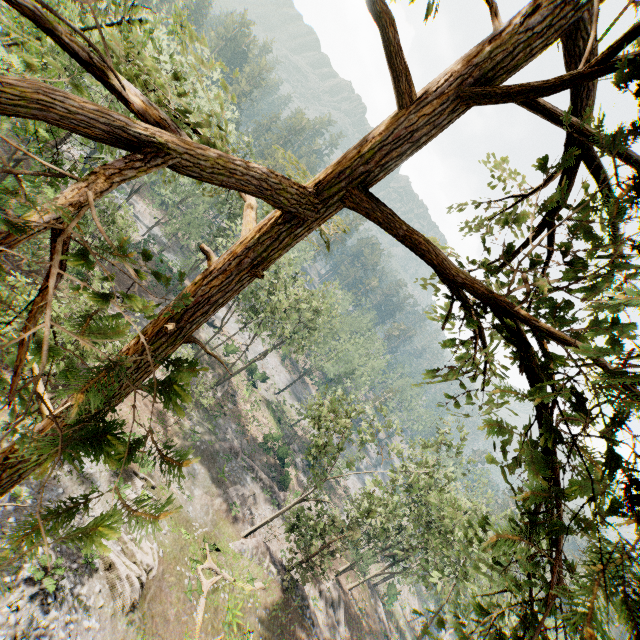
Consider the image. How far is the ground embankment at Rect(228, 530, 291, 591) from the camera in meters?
25.4 m

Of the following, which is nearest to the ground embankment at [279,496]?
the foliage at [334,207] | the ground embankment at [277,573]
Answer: the foliage at [334,207]

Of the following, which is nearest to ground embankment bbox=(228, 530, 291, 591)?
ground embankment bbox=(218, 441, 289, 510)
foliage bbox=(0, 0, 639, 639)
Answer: foliage bbox=(0, 0, 639, 639)

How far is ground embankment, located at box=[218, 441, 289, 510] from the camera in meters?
35.1 m

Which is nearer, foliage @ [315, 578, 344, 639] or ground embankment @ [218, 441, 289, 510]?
foliage @ [315, 578, 344, 639]

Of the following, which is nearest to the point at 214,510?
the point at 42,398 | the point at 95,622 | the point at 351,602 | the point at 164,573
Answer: the point at 164,573

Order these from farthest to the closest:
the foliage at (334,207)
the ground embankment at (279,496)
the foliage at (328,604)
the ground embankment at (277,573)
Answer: the ground embankment at (279,496) → the foliage at (328,604) → the ground embankment at (277,573) → the foliage at (334,207)

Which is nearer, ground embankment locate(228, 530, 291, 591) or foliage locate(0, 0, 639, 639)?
foliage locate(0, 0, 639, 639)
